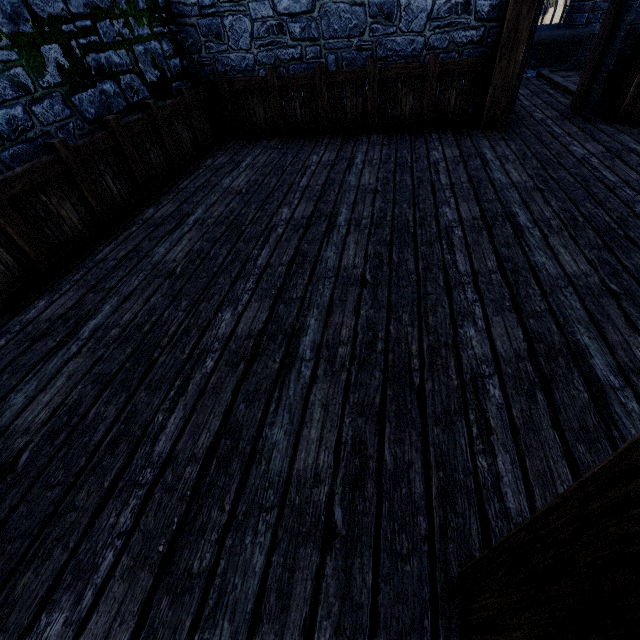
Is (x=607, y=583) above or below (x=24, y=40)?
below

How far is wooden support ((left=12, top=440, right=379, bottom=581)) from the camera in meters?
1.6 m

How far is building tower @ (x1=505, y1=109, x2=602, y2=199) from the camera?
4.1m

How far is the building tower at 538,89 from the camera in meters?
6.4 m

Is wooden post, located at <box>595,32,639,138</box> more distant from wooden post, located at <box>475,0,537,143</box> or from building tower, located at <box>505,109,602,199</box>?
wooden post, located at <box>475,0,537,143</box>

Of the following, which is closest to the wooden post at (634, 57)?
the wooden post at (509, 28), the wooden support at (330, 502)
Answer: the wooden post at (509, 28)

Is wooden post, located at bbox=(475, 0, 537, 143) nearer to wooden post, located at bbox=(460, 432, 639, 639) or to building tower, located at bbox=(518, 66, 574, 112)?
building tower, located at bbox=(518, 66, 574, 112)
